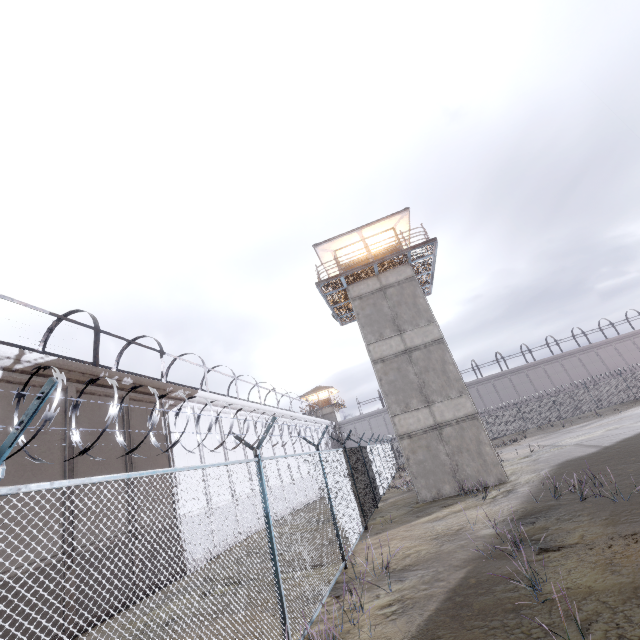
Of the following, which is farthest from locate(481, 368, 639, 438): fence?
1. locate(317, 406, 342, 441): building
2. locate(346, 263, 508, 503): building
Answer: locate(317, 406, 342, 441): building

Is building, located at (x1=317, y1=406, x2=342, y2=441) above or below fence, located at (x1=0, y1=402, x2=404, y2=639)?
above

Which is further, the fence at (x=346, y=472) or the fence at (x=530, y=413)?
the fence at (x=530, y=413)

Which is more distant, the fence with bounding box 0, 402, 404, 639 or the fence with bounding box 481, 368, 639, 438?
the fence with bounding box 481, 368, 639, 438

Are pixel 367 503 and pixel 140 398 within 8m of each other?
no

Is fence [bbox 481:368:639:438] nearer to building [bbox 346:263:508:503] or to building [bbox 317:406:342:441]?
building [bbox 346:263:508:503]

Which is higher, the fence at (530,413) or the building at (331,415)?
Result: the building at (331,415)
